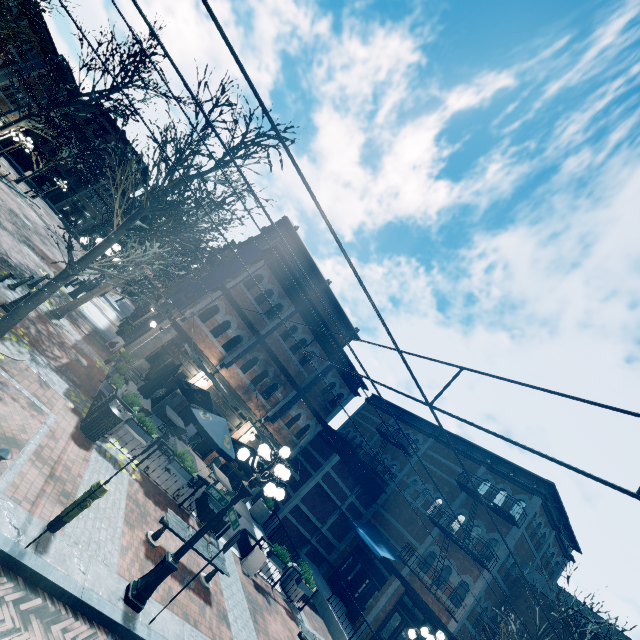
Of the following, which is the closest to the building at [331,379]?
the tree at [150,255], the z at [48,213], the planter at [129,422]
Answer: the z at [48,213]

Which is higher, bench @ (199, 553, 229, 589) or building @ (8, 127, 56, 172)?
building @ (8, 127, 56, 172)

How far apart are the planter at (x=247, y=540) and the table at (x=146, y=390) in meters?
6.0 m

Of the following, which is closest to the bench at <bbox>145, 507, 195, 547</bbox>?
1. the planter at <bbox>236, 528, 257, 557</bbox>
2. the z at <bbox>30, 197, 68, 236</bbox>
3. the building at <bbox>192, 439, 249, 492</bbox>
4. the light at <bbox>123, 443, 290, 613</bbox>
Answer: the light at <bbox>123, 443, 290, 613</bbox>

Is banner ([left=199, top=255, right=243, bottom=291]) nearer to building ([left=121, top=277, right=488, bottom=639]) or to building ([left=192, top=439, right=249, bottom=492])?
building ([left=121, top=277, right=488, bottom=639])

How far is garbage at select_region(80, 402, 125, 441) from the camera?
8.37m

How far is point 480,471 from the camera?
19.0m

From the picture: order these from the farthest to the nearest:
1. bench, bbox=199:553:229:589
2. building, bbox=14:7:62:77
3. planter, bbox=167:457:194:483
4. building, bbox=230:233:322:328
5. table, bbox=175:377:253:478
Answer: building, bbox=14:7:62:77, building, bbox=230:233:322:328, table, bbox=175:377:253:478, planter, bbox=167:457:194:483, bench, bbox=199:553:229:589
